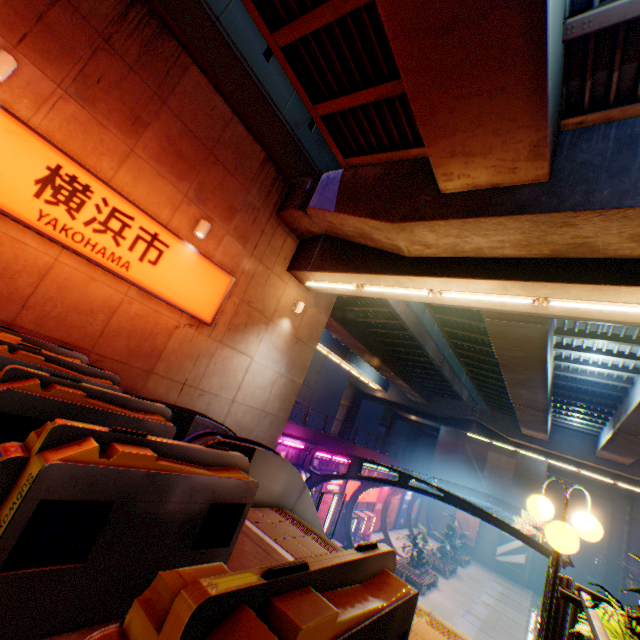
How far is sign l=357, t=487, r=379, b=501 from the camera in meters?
27.6 m

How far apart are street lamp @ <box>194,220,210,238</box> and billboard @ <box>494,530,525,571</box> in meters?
43.9 m

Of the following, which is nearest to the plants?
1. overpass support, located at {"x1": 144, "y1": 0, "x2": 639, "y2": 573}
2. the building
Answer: overpass support, located at {"x1": 144, "y1": 0, "x2": 639, "y2": 573}

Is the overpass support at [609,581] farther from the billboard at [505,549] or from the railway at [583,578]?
the billboard at [505,549]

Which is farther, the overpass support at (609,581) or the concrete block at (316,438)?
the overpass support at (609,581)

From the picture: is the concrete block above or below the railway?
above

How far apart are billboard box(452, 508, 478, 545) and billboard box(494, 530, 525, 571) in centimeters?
201cm

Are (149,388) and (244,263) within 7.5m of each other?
Result: yes
